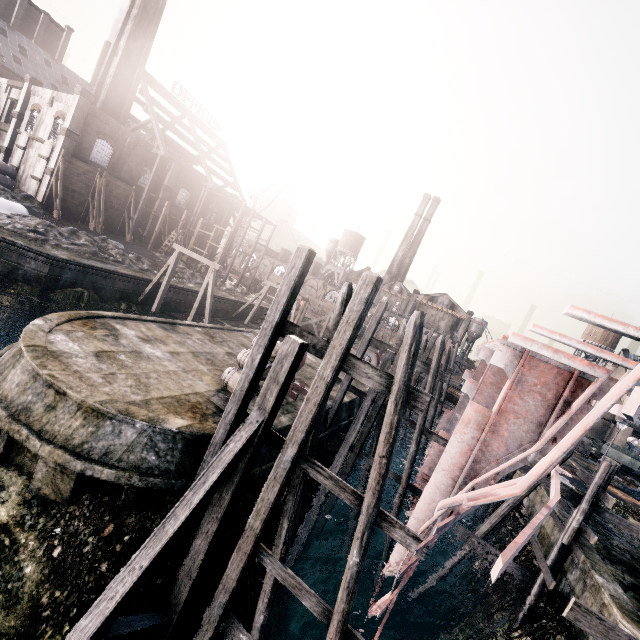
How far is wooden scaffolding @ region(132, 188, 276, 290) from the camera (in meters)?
43.53

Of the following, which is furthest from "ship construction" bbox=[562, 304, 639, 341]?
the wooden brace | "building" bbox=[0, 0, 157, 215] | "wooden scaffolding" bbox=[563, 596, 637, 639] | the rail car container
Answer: "building" bbox=[0, 0, 157, 215]

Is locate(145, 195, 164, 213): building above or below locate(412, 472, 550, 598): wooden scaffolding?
above

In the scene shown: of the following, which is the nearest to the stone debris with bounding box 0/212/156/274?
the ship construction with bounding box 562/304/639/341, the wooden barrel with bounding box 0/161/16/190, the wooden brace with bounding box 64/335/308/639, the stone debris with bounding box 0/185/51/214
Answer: the stone debris with bounding box 0/185/51/214

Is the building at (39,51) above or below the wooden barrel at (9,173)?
above

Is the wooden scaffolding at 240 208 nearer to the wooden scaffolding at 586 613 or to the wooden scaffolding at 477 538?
the wooden scaffolding at 477 538

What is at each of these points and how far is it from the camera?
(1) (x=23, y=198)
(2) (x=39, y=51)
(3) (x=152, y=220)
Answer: (1) stone debris, 33.12m
(2) building, 54.31m
(3) building, 45.56m

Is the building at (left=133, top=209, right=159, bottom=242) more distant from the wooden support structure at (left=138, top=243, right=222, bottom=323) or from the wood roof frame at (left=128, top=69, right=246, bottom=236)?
the wooden support structure at (left=138, top=243, right=222, bottom=323)
